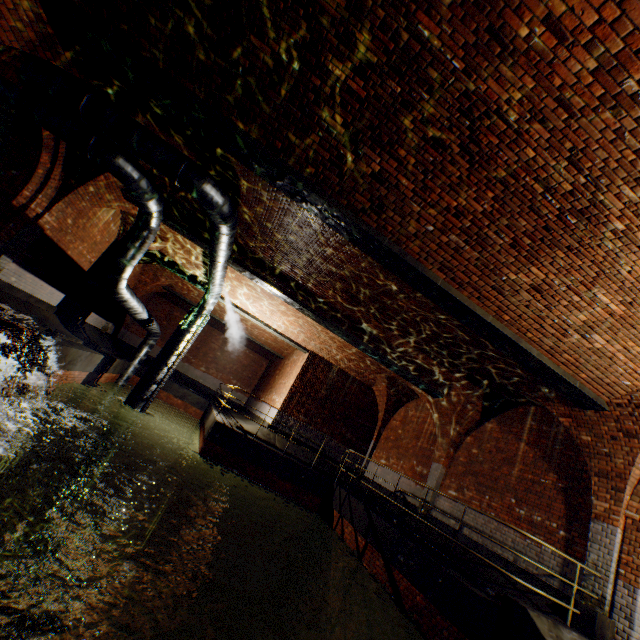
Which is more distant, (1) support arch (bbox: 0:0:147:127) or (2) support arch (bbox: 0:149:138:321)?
(2) support arch (bbox: 0:149:138:321)

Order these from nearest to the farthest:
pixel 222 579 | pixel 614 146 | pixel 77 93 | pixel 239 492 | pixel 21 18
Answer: pixel 614 146
pixel 21 18
pixel 77 93
pixel 222 579
pixel 239 492

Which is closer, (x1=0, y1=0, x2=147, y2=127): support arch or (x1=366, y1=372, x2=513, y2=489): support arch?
(x1=0, y1=0, x2=147, y2=127): support arch

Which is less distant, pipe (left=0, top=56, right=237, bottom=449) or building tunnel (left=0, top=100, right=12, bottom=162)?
pipe (left=0, top=56, right=237, bottom=449)

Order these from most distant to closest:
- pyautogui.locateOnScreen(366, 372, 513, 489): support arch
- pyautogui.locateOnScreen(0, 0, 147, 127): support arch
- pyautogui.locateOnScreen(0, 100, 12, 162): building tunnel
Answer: pyautogui.locateOnScreen(366, 372, 513, 489): support arch < pyautogui.locateOnScreen(0, 100, 12, 162): building tunnel < pyautogui.locateOnScreen(0, 0, 147, 127): support arch

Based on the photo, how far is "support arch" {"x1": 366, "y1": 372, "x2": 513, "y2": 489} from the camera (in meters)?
10.23

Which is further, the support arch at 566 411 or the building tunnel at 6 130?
the building tunnel at 6 130

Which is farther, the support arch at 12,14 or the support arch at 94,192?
the support arch at 94,192
